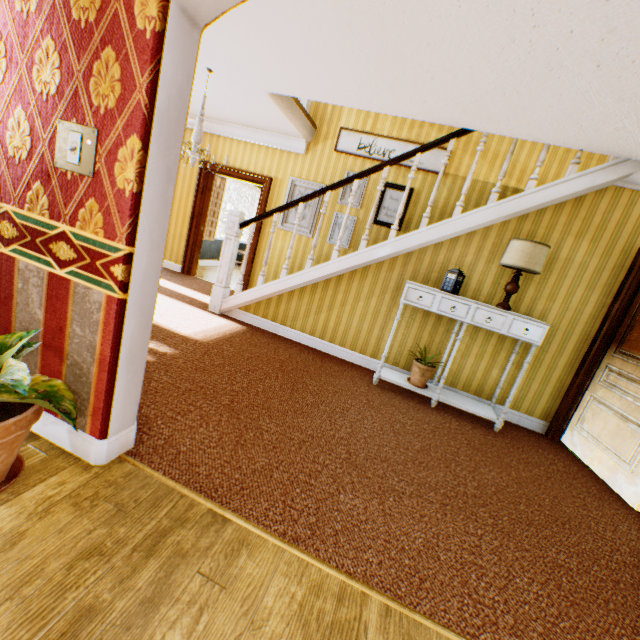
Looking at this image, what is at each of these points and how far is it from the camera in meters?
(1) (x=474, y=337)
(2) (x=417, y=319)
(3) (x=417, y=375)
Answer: (1) building, 4.2 m
(2) building, 4.3 m
(3) flower pot, 4.1 m

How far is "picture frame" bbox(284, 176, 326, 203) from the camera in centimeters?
607cm

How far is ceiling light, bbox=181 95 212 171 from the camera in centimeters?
420cm

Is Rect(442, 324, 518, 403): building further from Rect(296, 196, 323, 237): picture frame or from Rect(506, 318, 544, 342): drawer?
Rect(506, 318, 544, 342): drawer

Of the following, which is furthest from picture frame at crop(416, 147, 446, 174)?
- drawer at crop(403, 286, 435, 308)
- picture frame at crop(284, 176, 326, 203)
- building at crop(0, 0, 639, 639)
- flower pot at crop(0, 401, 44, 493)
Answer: flower pot at crop(0, 401, 44, 493)

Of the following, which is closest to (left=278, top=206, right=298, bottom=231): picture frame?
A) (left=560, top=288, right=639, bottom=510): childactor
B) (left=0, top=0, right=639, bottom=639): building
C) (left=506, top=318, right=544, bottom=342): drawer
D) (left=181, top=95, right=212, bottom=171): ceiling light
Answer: (left=0, top=0, right=639, bottom=639): building

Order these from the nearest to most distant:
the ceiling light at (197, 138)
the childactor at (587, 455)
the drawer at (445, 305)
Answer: the childactor at (587, 455), the drawer at (445, 305), the ceiling light at (197, 138)

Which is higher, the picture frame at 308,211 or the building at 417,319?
the picture frame at 308,211
